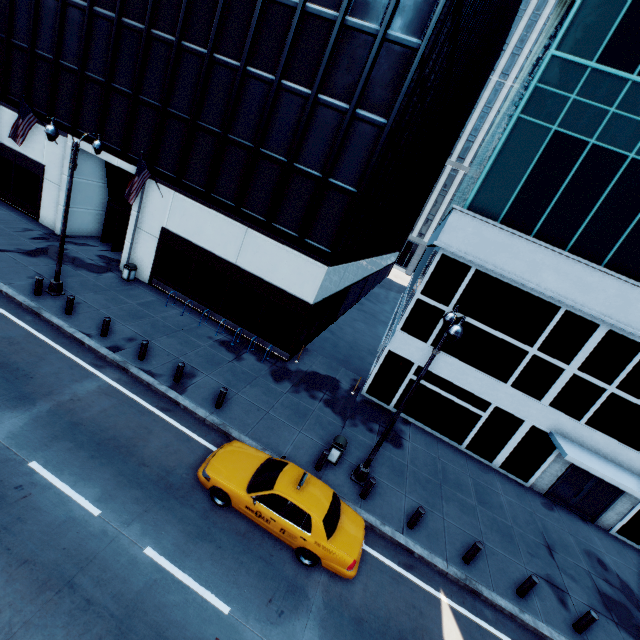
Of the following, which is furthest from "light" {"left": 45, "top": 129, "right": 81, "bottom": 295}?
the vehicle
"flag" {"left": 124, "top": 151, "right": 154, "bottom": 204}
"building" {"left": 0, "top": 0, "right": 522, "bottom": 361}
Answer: the vehicle

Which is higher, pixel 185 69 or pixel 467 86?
pixel 467 86

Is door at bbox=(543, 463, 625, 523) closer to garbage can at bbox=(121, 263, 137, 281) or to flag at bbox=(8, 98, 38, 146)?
garbage can at bbox=(121, 263, 137, 281)

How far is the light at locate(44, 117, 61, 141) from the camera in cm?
1201

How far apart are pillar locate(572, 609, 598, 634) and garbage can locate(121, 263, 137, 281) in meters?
24.9

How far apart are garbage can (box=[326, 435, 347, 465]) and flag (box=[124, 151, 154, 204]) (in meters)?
15.50

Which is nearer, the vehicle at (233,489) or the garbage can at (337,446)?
the vehicle at (233,489)

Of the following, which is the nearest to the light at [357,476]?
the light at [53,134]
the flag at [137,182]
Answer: the light at [53,134]
